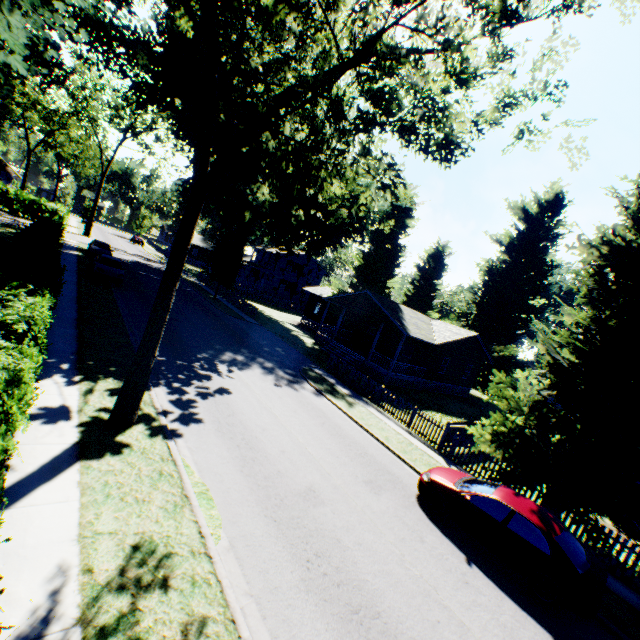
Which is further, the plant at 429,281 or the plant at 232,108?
the plant at 429,281

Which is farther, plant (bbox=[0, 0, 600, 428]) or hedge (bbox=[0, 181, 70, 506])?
plant (bbox=[0, 0, 600, 428])

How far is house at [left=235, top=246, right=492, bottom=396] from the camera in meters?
27.4 m

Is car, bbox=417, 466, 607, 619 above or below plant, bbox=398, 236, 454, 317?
below

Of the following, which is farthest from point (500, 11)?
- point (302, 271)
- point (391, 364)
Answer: point (302, 271)

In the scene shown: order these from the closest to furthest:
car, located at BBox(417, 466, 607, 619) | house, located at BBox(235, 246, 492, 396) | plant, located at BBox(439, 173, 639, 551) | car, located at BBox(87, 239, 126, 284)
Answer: A:
1. car, located at BBox(417, 466, 607, 619)
2. plant, located at BBox(439, 173, 639, 551)
3. car, located at BBox(87, 239, 126, 284)
4. house, located at BBox(235, 246, 492, 396)

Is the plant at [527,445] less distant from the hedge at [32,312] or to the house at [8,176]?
the hedge at [32,312]

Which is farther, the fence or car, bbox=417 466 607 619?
the fence
